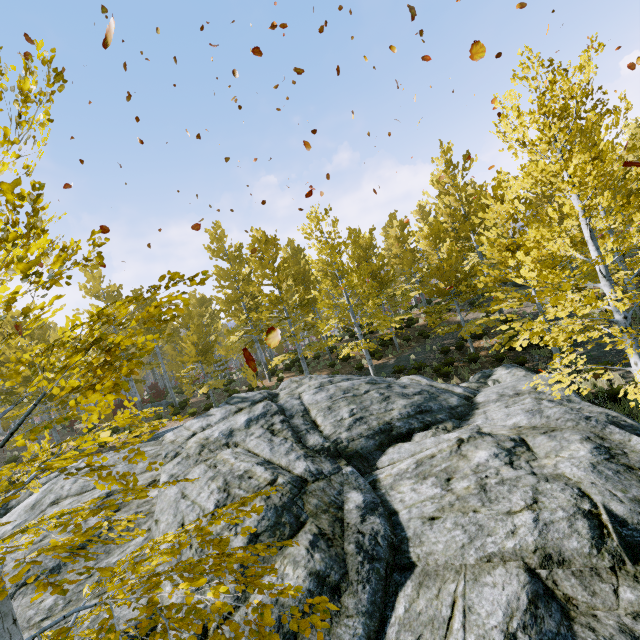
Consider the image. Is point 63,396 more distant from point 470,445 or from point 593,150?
point 593,150

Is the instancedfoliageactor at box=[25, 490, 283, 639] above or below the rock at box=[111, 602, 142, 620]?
above

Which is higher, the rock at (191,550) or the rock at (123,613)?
the rock at (191,550)

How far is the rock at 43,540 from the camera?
6.7m

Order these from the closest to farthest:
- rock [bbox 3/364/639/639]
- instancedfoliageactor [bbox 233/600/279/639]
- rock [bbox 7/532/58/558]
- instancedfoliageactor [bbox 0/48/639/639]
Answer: instancedfoliageactor [bbox 233/600/279/639], instancedfoliageactor [bbox 0/48/639/639], rock [bbox 3/364/639/639], rock [bbox 7/532/58/558]

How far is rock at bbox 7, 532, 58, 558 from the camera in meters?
6.7 m
